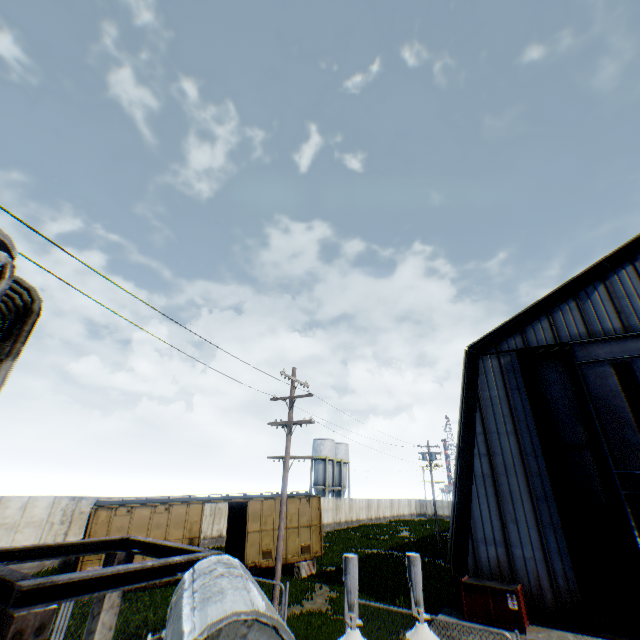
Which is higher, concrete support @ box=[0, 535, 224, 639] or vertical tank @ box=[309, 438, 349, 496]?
vertical tank @ box=[309, 438, 349, 496]

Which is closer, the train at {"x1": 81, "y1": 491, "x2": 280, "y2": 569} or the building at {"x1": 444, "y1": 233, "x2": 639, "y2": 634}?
the building at {"x1": 444, "y1": 233, "x2": 639, "y2": 634}

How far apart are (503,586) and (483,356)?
9.49m

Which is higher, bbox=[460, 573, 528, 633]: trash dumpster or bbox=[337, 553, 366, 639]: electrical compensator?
bbox=[337, 553, 366, 639]: electrical compensator

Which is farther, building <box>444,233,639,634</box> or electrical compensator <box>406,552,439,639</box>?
building <box>444,233,639,634</box>

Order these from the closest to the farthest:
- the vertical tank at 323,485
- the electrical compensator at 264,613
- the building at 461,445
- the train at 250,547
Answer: the electrical compensator at 264,613 < the building at 461,445 < the train at 250,547 < the vertical tank at 323,485

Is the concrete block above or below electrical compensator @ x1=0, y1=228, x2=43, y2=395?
below

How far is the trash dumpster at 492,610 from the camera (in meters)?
11.11
